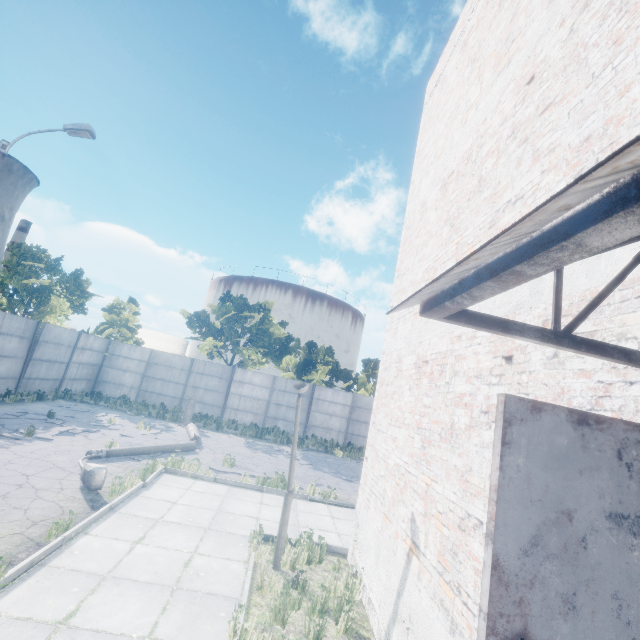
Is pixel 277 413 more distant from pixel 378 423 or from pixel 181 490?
pixel 378 423

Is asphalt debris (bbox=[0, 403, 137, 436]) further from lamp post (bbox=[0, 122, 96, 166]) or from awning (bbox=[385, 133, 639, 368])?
awning (bbox=[385, 133, 639, 368])

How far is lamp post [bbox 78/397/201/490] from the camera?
7.1m

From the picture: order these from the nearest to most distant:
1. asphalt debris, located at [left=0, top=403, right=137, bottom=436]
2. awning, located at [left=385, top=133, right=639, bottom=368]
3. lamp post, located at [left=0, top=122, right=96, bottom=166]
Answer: awning, located at [left=385, top=133, right=639, bottom=368], lamp post, located at [left=0, top=122, right=96, bottom=166], asphalt debris, located at [left=0, top=403, right=137, bottom=436]

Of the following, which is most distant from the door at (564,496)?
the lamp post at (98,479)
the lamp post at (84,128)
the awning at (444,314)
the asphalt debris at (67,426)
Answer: the lamp post at (84,128)

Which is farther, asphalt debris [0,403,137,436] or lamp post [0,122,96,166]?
asphalt debris [0,403,137,436]

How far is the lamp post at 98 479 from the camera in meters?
7.1 m

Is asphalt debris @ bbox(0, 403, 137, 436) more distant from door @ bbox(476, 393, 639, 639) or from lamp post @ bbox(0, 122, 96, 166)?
door @ bbox(476, 393, 639, 639)
